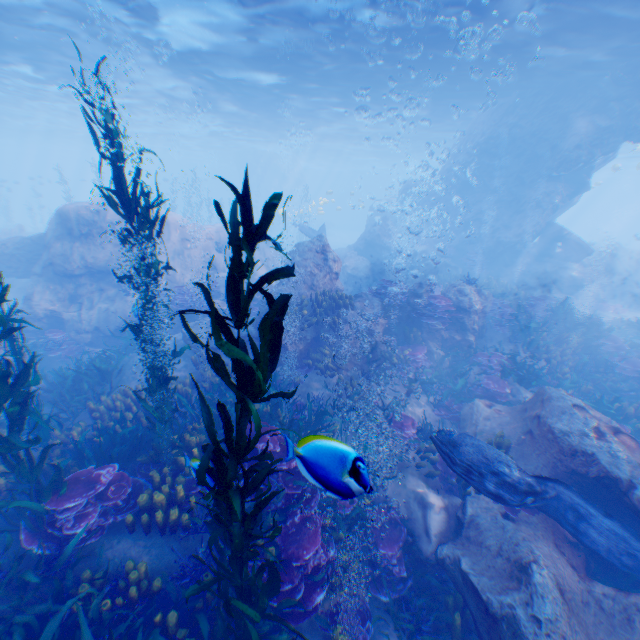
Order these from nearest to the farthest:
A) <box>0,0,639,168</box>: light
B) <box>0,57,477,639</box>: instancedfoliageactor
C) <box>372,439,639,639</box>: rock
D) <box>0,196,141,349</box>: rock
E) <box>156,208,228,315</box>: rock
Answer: <box>0,57,477,639</box>: instancedfoliageactor, <box>372,439,639,639</box>: rock, <box>0,0,639,168</box>: light, <box>0,196,141,349</box>: rock, <box>156,208,228,315</box>: rock

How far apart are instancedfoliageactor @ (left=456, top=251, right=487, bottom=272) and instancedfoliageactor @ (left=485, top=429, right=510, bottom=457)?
15.73m

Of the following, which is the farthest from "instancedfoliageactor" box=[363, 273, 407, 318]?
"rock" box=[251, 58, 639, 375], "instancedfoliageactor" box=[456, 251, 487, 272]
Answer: "instancedfoliageactor" box=[456, 251, 487, 272]

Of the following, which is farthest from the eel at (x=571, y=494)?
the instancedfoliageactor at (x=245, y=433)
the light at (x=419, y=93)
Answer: the light at (x=419, y=93)

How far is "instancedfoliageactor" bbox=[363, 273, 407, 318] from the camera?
11.1m

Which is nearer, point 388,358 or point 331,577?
point 331,577

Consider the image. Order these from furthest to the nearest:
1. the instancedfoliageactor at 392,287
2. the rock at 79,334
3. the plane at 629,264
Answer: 1. the plane at 629,264
2. the rock at 79,334
3. the instancedfoliageactor at 392,287
